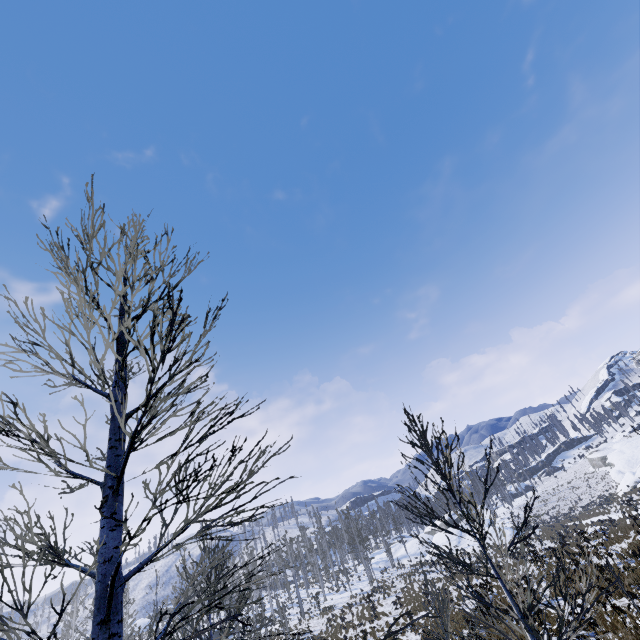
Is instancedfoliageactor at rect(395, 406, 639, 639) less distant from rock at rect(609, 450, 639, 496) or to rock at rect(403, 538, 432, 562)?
rock at rect(403, 538, 432, 562)

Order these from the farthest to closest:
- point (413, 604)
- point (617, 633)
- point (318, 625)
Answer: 1. point (318, 625)
2. point (413, 604)
3. point (617, 633)

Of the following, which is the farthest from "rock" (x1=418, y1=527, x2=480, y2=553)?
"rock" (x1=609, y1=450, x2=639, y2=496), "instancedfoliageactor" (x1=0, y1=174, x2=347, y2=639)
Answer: "rock" (x1=609, y1=450, x2=639, y2=496)

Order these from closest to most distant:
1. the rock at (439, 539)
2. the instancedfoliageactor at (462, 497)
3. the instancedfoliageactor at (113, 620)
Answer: the instancedfoliageactor at (113, 620), the instancedfoliageactor at (462, 497), the rock at (439, 539)

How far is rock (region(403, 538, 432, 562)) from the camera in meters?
49.6

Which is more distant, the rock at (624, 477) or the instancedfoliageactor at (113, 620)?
the rock at (624, 477)
